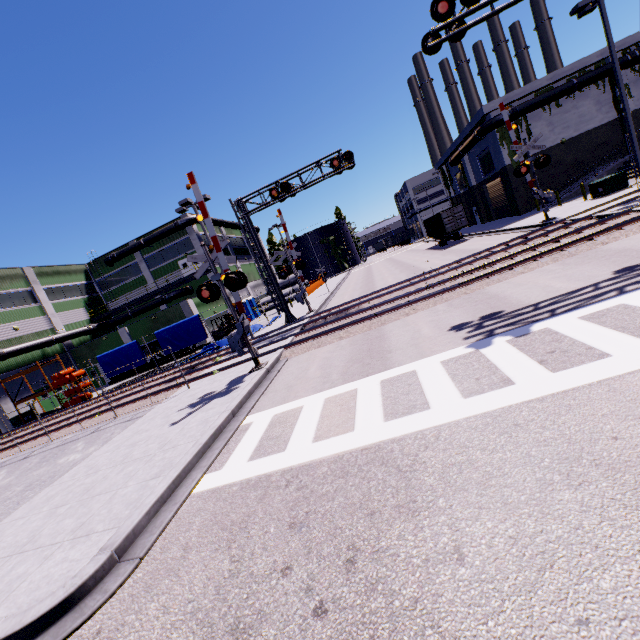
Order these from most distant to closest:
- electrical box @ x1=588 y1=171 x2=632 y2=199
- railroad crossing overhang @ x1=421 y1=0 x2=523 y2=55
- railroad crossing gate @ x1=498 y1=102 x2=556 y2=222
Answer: electrical box @ x1=588 y1=171 x2=632 y2=199
railroad crossing gate @ x1=498 y1=102 x2=556 y2=222
railroad crossing overhang @ x1=421 y1=0 x2=523 y2=55

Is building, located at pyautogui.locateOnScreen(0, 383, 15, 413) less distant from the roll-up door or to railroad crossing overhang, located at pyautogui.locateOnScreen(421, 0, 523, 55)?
the roll-up door

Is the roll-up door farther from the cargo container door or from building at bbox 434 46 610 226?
the cargo container door

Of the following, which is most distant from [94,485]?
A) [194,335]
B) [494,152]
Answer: [494,152]

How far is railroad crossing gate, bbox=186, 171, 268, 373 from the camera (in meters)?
11.57

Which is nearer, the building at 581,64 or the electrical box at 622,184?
the electrical box at 622,184

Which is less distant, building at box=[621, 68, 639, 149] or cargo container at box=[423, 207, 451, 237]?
building at box=[621, 68, 639, 149]

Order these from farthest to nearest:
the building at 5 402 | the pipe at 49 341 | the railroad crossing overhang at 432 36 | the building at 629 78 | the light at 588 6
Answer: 1. the pipe at 49 341
2. the building at 5 402
3. the building at 629 78
4. the light at 588 6
5. the railroad crossing overhang at 432 36
